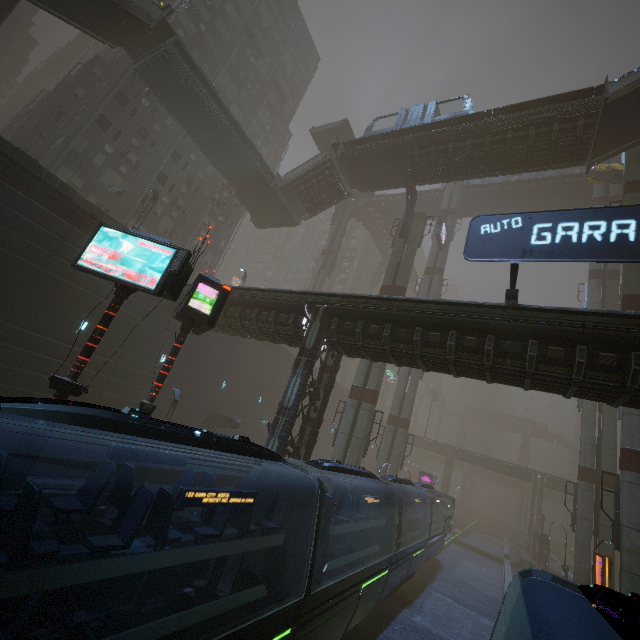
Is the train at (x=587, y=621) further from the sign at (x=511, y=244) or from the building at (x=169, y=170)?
the sign at (x=511, y=244)

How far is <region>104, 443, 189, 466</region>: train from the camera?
6.15m

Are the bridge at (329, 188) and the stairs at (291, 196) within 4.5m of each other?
yes

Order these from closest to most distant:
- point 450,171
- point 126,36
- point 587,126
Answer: point 587,126 < point 126,36 < point 450,171

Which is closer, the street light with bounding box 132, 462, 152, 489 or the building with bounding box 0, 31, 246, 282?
the street light with bounding box 132, 462, 152, 489

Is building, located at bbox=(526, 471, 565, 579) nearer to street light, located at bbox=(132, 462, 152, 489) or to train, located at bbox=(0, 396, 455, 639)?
train, located at bbox=(0, 396, 455, 639)

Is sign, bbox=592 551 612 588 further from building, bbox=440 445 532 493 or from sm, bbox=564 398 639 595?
sm, bbox=564 398 639 595

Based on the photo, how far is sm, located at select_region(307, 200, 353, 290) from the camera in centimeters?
4575cm
